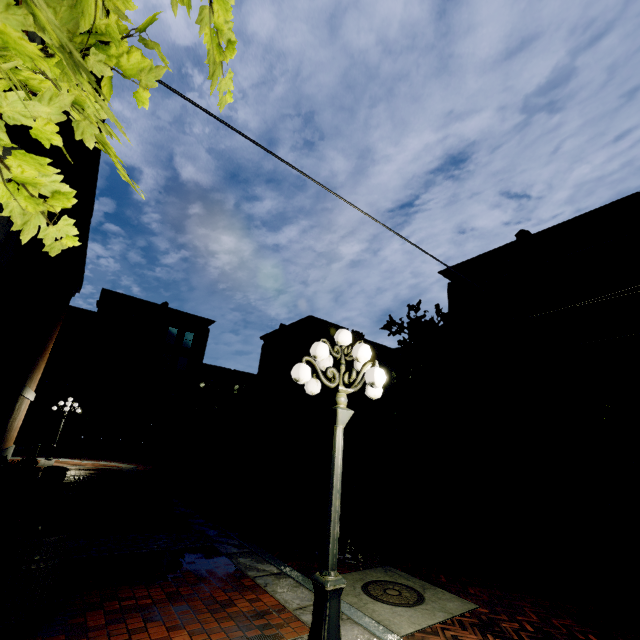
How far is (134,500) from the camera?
10.45m

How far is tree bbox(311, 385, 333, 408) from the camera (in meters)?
20.98

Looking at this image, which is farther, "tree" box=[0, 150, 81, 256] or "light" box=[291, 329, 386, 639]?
"light" box=[291, 329, 386, 639]

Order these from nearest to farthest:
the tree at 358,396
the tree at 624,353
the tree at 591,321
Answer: the tree at 624,353
the tree at 591,321
the tree at 358,396

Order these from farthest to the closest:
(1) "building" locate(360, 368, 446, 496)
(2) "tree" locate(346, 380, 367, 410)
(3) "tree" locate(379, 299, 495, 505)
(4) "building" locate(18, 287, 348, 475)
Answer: (4) "building" locate(18, 287, 348, 475), (2) "tree" locate(346, 380, 367, 410), (1) "building" locate(360, 368, 446, 496), (3) "tree" locate(379, 299, 495, 505)

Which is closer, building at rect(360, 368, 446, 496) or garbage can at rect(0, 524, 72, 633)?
garbage can at rect(0, 524, 72, 633)

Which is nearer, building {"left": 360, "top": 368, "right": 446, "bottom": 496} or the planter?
the planter

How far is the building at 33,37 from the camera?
4.2 meters
